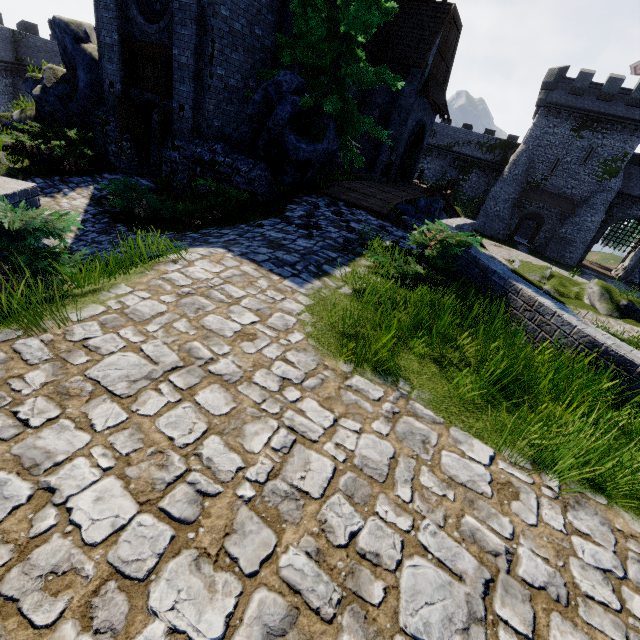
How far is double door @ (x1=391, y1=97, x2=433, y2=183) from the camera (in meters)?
19.70

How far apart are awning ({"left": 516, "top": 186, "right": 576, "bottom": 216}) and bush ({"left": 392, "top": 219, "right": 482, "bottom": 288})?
38.42m

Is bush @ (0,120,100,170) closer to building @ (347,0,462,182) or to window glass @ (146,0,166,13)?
building @ (347,0,462,182)

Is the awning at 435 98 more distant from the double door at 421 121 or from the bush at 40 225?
the bush at 40 225

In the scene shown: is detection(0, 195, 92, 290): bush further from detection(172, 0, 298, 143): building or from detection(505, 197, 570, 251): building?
detection(505, 197, 570, 251): building

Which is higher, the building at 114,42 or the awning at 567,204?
the building at 114,42

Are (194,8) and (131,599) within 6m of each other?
no

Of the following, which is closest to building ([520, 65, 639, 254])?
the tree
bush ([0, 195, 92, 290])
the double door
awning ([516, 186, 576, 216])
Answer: awning ([516, 186, 576, 216])
